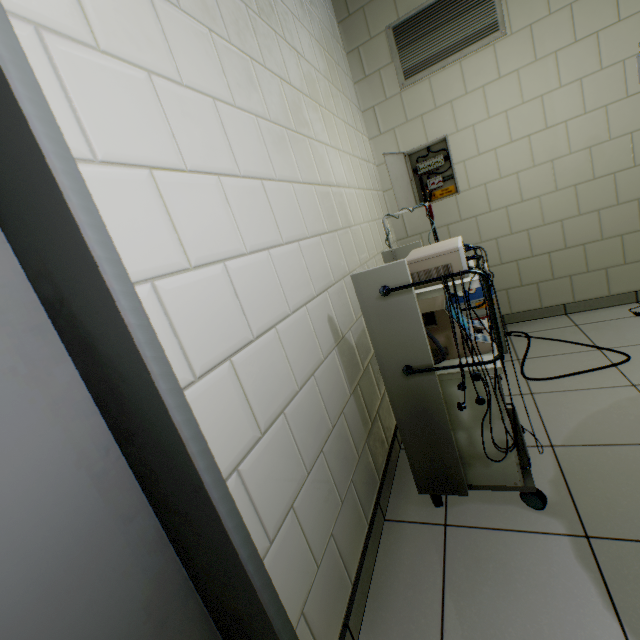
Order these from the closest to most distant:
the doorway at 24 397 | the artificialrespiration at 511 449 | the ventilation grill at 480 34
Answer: the doorway at 24 397
the artificialrespiration at 511 449
the ventilation grill at 480 34

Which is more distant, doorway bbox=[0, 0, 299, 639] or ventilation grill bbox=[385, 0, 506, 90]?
ventilation grill bbox=[385, 0, 506, 90]

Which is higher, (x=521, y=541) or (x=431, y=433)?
(x=431, y=433)

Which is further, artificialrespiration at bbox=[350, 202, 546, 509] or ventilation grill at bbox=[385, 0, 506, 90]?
ventilation grill at bbox=[385, 0, 506, 90]

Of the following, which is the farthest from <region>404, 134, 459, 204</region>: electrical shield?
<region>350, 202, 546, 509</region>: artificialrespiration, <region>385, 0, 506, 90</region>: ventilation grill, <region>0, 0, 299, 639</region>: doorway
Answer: <region>0, 0, 299, 639</region>: doorway

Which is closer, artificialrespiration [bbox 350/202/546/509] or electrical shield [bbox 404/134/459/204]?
artificialrespiration [bbox 350/202/546/509]

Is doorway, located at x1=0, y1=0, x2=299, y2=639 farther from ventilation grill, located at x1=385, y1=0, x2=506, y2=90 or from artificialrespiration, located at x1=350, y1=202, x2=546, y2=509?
ventilation grill, located at x1=385, y1=0, x2=506, y2=90

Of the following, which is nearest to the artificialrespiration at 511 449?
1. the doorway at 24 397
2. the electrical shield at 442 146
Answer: the doorway at 24 397
